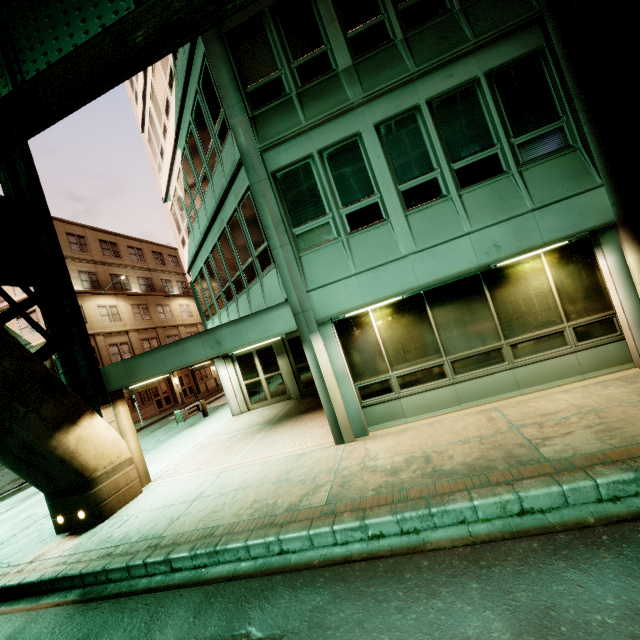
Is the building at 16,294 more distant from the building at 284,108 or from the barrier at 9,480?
the building at 284,108

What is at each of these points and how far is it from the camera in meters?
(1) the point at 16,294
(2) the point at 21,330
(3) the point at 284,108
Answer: (1) building, 24.7
(2) building, 23.6
(3) building, 7.9

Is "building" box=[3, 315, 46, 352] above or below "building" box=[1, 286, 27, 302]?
below

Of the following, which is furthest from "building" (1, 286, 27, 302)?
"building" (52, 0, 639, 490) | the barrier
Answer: "building" (52, 0, 639, 490)

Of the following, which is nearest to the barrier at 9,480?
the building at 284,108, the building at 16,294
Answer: the building at 16,294

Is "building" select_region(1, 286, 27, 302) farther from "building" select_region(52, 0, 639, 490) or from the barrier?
"building" select_region(52, 0, 639, 490)
